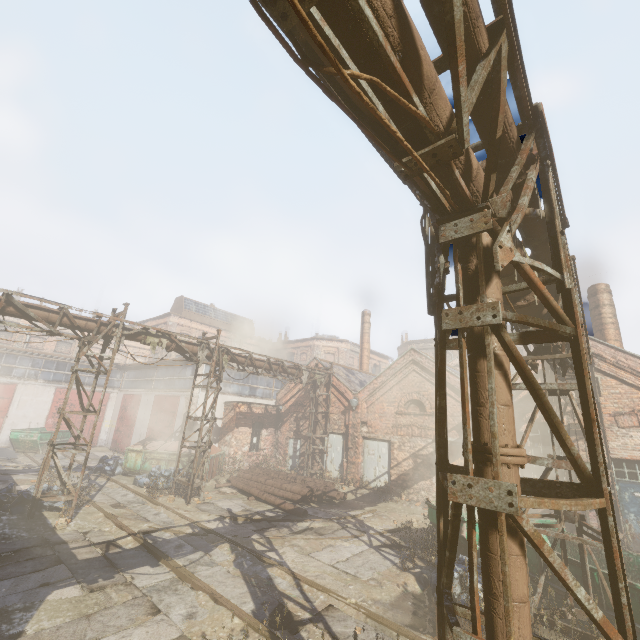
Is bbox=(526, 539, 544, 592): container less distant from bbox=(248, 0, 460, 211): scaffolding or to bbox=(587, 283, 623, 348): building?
bbox=(248, 0, 460, 211): scaffolding

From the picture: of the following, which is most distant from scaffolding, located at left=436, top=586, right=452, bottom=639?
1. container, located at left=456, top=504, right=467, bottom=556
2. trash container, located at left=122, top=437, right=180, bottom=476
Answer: trash container, located at left=122, top=437, right=180, bottom=476

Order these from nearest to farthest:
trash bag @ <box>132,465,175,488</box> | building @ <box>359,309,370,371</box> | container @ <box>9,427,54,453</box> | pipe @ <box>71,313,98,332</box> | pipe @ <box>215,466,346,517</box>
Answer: pipe @ <box>71,313,98,332</box>
pipe @ <box>215,466,346,517</box>
trash bag @ <box>132,465,175,488</box>
container @ <box>9,427,54,453</box>
building @ <box>359,309,370,371</box>

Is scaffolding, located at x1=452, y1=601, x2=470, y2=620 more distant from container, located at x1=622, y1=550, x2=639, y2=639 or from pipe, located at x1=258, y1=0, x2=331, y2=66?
container, located at x1=622, y1=550, x2=639, y2=639

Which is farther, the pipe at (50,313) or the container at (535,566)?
the pipe at (50,313)

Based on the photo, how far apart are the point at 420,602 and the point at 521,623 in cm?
624

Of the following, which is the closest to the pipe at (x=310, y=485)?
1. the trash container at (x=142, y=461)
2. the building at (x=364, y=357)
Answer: the trash container at (x=142, y=461)

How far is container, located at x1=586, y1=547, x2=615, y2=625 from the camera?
5.7m
